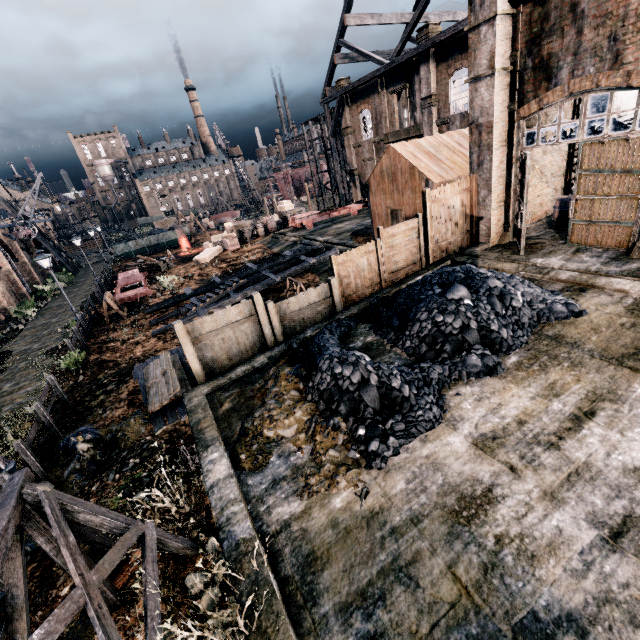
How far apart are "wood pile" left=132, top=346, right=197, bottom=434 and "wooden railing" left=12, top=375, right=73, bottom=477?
2.39m

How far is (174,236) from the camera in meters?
49.3 m

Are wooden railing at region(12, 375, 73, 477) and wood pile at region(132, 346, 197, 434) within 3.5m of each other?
yes

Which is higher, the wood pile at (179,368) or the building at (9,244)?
the building at (9,244)

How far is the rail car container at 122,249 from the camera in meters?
46.8

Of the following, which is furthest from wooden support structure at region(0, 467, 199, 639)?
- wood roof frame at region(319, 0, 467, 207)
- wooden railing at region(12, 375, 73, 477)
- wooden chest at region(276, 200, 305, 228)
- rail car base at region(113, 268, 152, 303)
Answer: wooden chest at region(276, 200, 305, 228)

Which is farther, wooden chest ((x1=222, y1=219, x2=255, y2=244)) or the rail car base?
wooden chest ((x1=222, y1=219, x2=255, y2=244))

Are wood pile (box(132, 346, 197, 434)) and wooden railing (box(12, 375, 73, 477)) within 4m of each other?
yes
